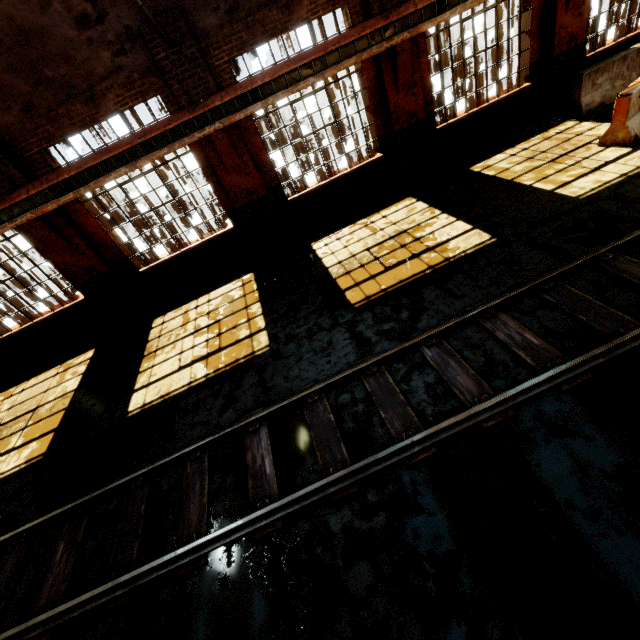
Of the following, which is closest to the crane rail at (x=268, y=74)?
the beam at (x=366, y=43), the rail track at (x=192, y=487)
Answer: the beam at (x=366, y=43)

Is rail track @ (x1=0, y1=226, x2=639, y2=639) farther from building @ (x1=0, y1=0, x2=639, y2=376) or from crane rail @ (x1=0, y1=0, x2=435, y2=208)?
crane rail @ (x1=0, y1=0, x2=435, y2=208)

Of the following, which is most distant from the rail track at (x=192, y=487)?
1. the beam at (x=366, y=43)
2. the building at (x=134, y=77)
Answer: the beam at (x=366, y=43)

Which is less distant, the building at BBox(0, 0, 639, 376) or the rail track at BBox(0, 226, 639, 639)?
the rail track at BBox(0, 226, 639, 639)

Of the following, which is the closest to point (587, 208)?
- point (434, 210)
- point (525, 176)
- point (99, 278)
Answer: point (525, 176)

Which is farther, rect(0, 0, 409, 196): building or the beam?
the beam

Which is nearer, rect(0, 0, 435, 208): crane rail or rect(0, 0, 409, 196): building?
rect(0, 0, 409, 196): building

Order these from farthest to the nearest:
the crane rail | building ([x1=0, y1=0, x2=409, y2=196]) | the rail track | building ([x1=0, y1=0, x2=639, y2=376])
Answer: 1. building ([x1=0, y1=0, x2=639, y2=376])
2. the crane rail
3. building ([x1=0, y1=0, x2=409, y2=196])
4. the rail track
